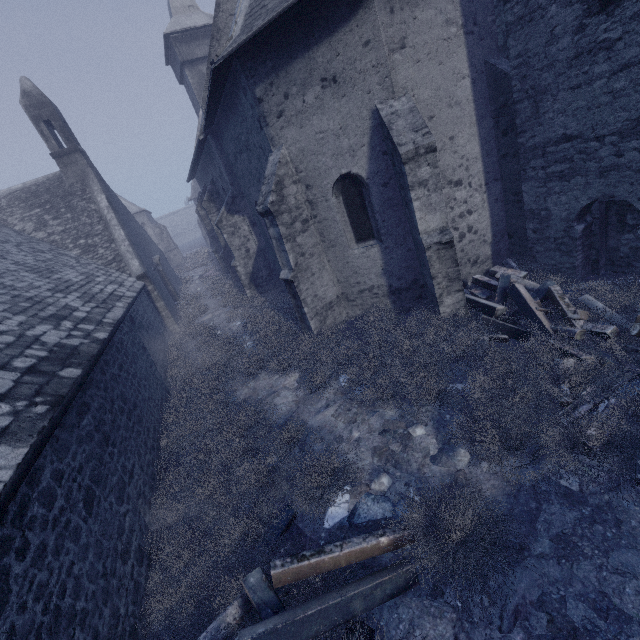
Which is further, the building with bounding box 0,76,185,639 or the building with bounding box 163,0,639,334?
the building with bounding box 163,0,639,334

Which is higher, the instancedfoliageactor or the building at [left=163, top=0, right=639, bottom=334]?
the building at [left=163, top=0, right=639, bottom=334]

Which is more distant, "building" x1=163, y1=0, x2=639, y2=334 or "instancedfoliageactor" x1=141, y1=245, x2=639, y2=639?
"building" x1=163, y1=0, x2=639, y2=334

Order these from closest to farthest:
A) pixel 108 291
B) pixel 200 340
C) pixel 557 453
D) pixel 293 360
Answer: pixel 557 453 → pixel 293 360 → pixel 108 291 → pixel 200 340

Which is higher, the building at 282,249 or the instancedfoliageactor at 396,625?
the building at 282,249
